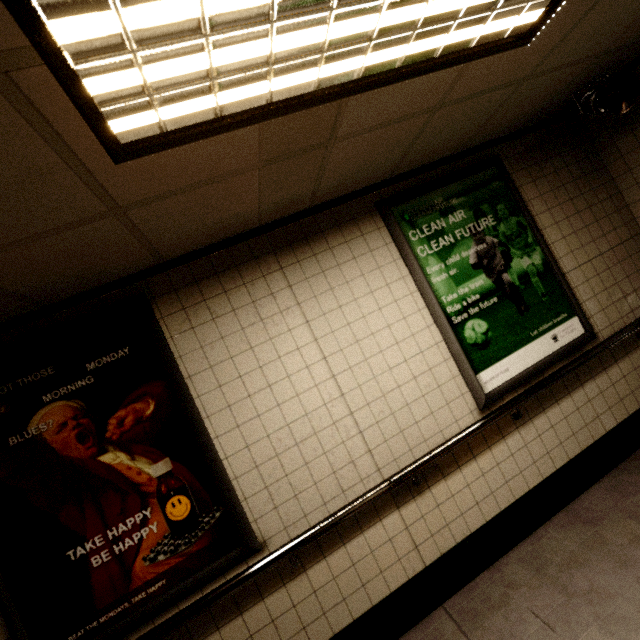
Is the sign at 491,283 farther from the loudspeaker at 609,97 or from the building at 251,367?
the loudspeaker at 609,97

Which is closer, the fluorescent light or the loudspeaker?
the fluorescent light

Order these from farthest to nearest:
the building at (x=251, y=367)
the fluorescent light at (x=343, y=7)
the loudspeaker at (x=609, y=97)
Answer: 1. the loudspeaker at (x=609, y=97)
2. the building at (x=251, y=367)
3. the fluorescent light at (x=343, y=7)

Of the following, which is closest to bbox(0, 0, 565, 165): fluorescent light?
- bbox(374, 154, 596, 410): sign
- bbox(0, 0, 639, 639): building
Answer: bbox(0, 0, 639, 639): building

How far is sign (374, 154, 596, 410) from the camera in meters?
2.5

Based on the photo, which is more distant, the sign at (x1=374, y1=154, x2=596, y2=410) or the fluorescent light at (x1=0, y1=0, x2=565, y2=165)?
the sign at (x1=374, y1=154, x2=596, y2=410)

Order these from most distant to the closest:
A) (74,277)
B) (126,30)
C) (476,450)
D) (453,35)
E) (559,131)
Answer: (559,131)
(476,450)
(74,277)
(453,35)
(126,30)

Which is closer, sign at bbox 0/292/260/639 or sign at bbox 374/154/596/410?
sign at bbox 0/292/260/639
